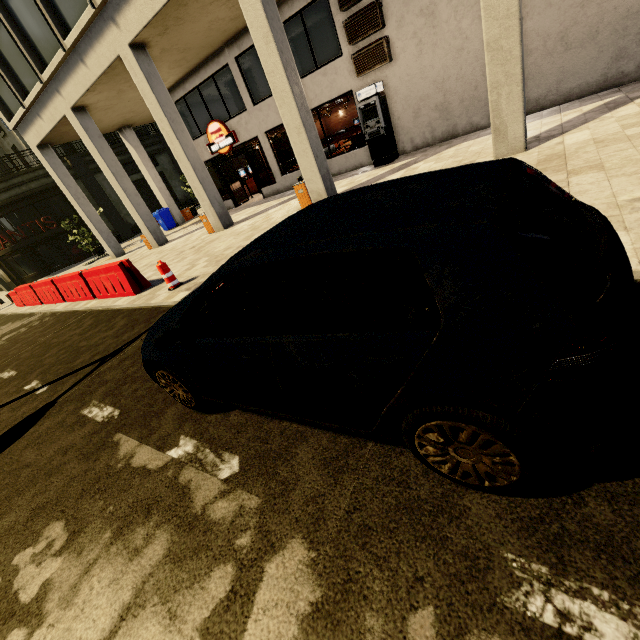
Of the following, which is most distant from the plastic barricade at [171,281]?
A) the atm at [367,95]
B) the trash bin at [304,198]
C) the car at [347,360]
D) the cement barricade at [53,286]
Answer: the atm at [367,95]

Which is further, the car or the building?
the building

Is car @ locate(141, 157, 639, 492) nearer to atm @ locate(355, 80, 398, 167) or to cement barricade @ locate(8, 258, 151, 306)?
cement barricade @ locate(8, 258, 151, 306)

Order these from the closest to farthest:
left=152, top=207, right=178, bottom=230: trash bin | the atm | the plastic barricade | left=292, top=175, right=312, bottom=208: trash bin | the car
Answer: the car, the plastic barricade, left=292, top=175, right=312, bottom=208: trash bin, the atm, left=152, top=207, right=178, bottom=230: trash bin

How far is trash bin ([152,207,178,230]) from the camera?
20.4 meters

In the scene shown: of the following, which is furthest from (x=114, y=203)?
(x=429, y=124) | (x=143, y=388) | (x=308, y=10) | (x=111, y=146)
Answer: (x=143, y=388)

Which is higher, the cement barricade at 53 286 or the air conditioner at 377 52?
the air conditioner at 377 52

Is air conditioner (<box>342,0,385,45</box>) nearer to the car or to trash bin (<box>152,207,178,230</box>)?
the car
